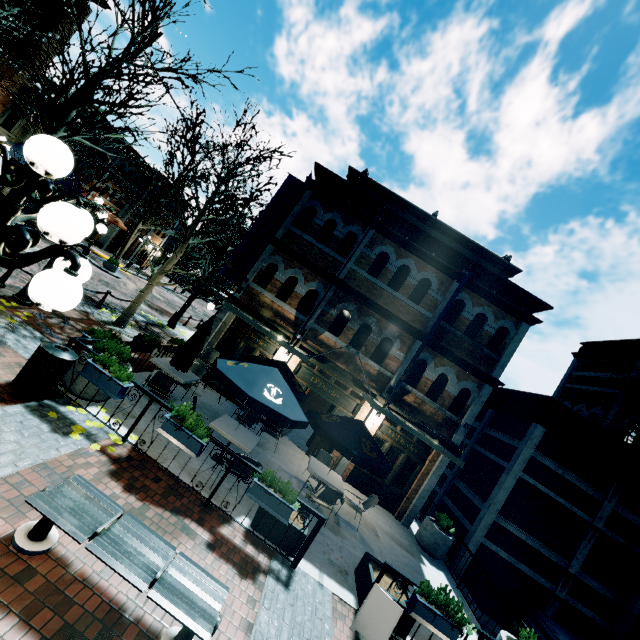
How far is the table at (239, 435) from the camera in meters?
7.2

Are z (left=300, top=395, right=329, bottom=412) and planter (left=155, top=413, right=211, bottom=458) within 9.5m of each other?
no

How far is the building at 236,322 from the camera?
12.5m

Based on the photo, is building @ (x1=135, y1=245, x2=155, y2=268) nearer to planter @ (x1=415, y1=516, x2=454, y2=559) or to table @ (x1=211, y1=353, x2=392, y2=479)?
planter @ (x1=415, y1=516, x2=454, y2=559)

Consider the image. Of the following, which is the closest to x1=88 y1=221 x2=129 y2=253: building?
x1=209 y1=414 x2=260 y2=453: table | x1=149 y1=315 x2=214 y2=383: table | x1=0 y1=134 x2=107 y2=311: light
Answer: x1=149 y1=315 x2=214 y2=383: table

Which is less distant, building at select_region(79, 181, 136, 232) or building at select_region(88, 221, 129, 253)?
building at select_region(79, 181, 136, 232)

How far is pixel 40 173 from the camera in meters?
2.0 m
